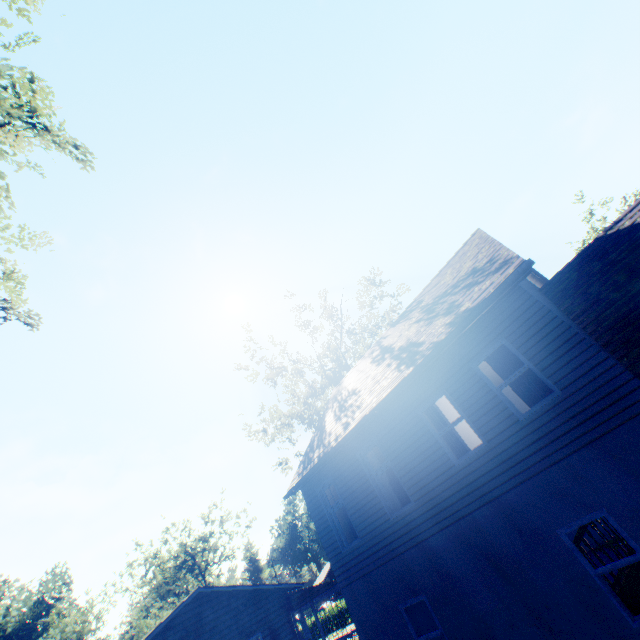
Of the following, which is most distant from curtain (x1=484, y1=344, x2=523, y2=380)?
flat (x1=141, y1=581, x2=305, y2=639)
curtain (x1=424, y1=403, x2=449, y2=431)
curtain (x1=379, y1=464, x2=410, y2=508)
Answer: flat (x1=141, y1=581, x2=305, y2=639)

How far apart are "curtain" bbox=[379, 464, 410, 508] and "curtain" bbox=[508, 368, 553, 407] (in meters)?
3.96

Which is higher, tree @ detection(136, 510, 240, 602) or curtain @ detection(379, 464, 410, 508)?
tree @ detection(136, 510, 240, 602)

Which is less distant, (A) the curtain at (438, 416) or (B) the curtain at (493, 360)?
(B) the curtain at (493, 360)

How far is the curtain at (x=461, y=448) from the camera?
8.3m

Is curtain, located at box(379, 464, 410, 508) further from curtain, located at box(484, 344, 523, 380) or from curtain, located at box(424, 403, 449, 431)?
curtain, located at box(484, 344, 523, 380)

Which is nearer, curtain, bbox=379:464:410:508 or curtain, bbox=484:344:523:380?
curtain, bbox=484:344:523:380

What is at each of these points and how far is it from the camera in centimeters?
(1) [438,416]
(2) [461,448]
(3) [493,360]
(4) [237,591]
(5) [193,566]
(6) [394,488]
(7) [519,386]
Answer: (1) curtain, 897cm
(2) curtain, 841cm
(3) curtain, 814cm
(4) flat, 1866cm
(5) tree, 5362cm
(6) curtain, 970cm
(7) curtain, 766cm
